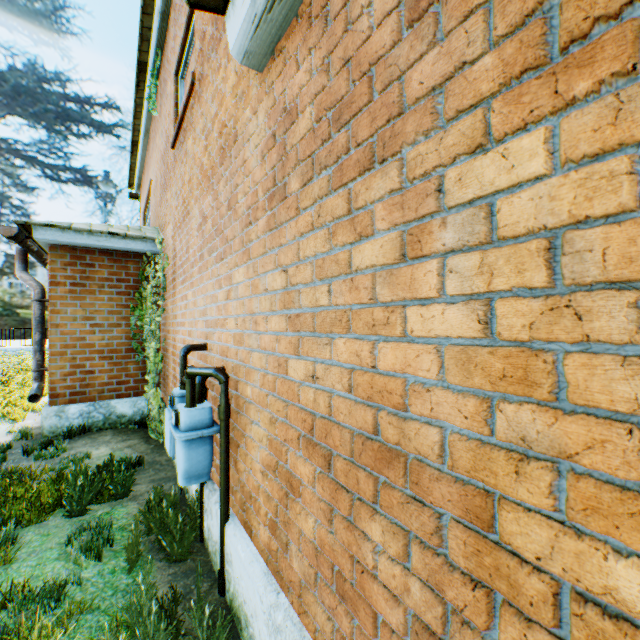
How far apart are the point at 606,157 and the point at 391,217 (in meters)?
0.61

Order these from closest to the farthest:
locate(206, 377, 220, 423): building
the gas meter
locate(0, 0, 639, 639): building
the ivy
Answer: locate(0, 0, 639, 639): building → the gas meter → locate(206, 377, 220, 423): building → the ivy

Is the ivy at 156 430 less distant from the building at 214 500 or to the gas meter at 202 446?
the building at 214 500

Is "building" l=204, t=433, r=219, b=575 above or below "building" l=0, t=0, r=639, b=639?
below

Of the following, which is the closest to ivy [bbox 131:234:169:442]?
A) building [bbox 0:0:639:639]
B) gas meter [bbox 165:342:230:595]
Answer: building [bbox 0:0:639:639]

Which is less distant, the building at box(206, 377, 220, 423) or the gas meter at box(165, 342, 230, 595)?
the gas meter at box(165, 342, 230, 595)

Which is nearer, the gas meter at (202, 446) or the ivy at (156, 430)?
the gas meter at (202, 446)
